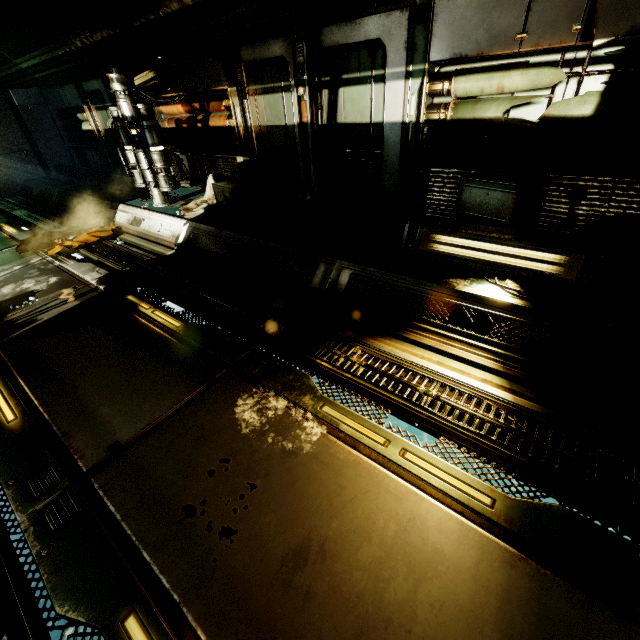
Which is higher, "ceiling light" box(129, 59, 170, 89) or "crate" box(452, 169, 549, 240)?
"ceiling light" box(129, 59, 170, 89)

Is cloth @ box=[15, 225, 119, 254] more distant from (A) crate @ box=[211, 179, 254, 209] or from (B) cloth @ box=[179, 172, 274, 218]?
(A) crate @ box=[211, 179, 254, 209]

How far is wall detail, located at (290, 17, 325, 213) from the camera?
4.9m

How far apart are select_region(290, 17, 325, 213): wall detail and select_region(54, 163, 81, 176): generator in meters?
10.0 m

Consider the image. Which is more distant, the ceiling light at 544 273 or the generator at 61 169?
the generator at 61 169

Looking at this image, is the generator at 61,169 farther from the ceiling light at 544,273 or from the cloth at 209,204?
the ceiling light at 544,273

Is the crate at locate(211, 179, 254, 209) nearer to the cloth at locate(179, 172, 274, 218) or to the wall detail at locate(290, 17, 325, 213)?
the cloth at locate(179, 172, 274, 218)

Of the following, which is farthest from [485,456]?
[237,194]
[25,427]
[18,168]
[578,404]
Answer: [18,168]
